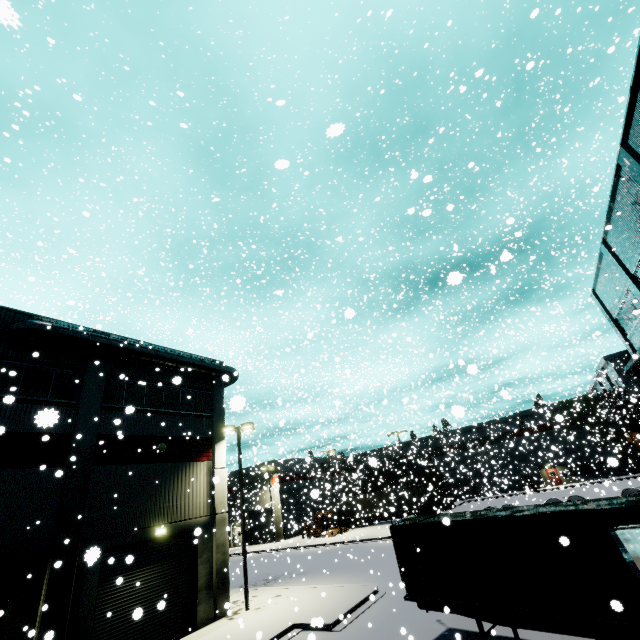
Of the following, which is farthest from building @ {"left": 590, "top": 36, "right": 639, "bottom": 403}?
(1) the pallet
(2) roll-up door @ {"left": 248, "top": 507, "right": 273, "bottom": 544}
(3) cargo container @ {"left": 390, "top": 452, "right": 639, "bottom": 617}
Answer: (3) cargo container @ {"left": 390, "top": 452, "right": 639, "bottom": 617}

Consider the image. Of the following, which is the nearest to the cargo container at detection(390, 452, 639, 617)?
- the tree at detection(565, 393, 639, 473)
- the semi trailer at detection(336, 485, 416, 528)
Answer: the semi trailer at detection(336, 485, 416, 528)

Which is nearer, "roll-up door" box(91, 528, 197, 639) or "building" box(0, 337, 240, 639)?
"building" box(0, 337, 240, 639)

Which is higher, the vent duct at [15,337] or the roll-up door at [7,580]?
the vent duct at [15,337]

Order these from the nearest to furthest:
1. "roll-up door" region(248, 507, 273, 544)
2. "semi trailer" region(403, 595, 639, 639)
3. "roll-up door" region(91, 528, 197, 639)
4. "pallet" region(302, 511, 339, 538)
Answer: "semi trailer" region(403, 595, 639, 639)
"roll-up door" region(91, 528, 197, 639)
"pallet" region(302, 511, 339, 538)
"roll-up door" region(248, 507, 273, 544)

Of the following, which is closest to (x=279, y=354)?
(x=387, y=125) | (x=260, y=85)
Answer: (x=260, y=85)

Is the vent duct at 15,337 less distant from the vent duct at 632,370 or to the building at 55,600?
the building at 55,600

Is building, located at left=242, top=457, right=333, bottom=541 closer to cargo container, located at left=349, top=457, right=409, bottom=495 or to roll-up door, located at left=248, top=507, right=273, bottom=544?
roll-up door, located at left=248, top=507, right=273, bottom=544
